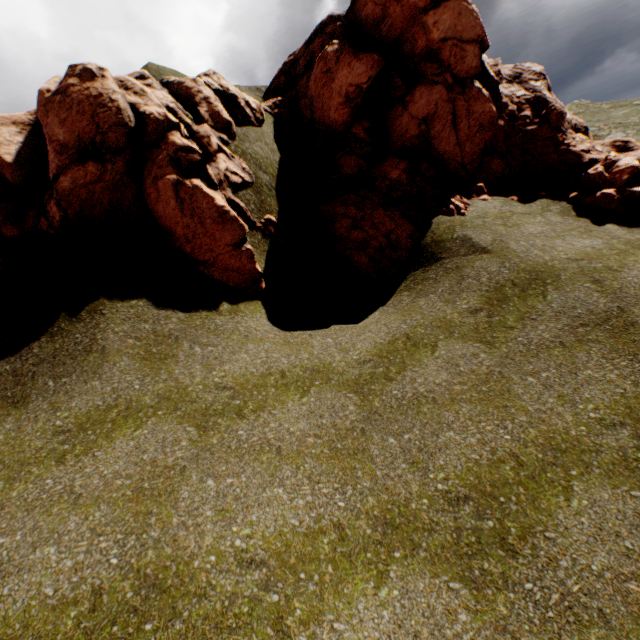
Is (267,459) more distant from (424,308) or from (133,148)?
(133,148)
